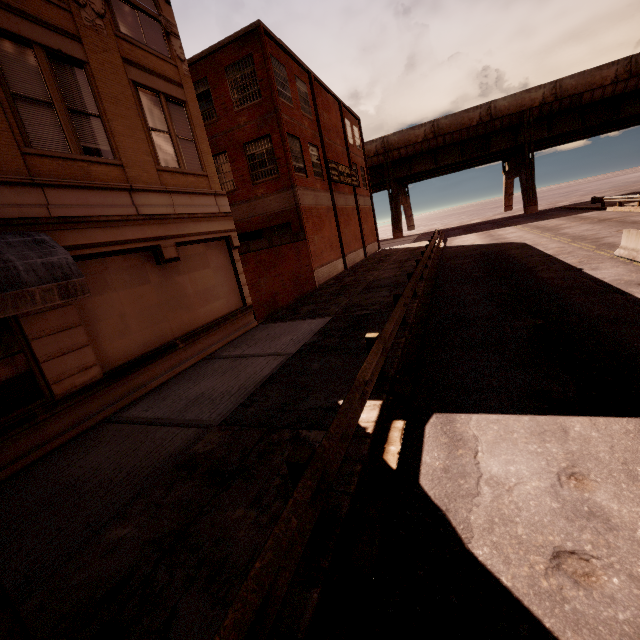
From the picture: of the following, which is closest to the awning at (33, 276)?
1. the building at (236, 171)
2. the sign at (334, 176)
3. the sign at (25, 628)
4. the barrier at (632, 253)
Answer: the building at (236, 171)

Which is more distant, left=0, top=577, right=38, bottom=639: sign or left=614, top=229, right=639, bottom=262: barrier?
left=614, top=229, right=639, bottom=262: barrier

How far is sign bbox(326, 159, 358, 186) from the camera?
23.9m

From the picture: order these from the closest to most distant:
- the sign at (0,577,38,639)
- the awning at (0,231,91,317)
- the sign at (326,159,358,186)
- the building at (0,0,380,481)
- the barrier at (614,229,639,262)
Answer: the sign at (0,577,38,639), the awning at (0,231,91,317), the building at (0,0,380,481), the barrier at (614,229,639,262), the sign at (326,159,358,186)

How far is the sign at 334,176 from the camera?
23.9 meters

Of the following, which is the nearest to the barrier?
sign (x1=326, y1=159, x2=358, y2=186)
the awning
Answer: the awning

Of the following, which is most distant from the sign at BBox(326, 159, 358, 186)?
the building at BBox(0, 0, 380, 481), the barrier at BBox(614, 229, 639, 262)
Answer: the barrier at BBox(614, 229, 639, 262)

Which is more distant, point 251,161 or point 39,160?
point 251,161
